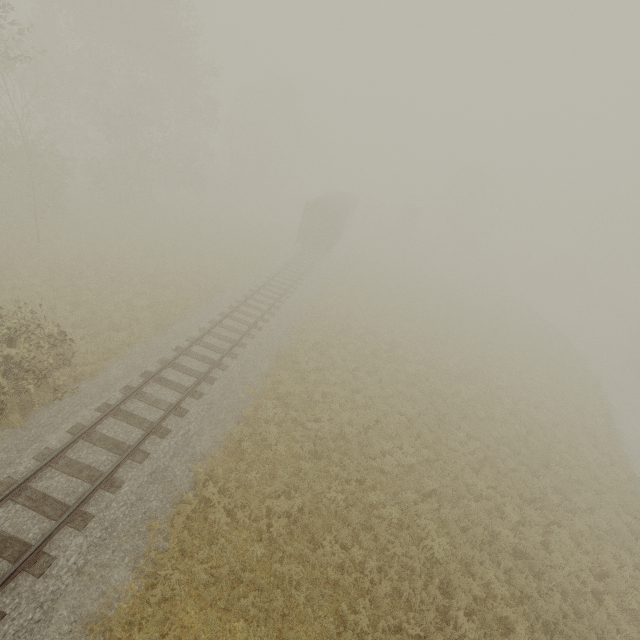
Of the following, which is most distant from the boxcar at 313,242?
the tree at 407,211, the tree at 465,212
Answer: the tree at 465,212

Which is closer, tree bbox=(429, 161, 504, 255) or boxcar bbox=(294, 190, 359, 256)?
boxcar bbox=(294, 190, 359, 256)

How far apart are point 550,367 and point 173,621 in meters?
27.8

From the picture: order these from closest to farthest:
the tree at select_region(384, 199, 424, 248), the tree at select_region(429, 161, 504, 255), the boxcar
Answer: the boxcar, the tree at select_region(384, 199, 424, 248), the tree at select_region(429, 161, 504, 255)

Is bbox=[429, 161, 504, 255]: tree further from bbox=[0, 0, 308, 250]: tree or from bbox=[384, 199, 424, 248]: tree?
bbox=[0, 0, 308, 250]: tree

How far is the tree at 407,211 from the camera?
46.62m

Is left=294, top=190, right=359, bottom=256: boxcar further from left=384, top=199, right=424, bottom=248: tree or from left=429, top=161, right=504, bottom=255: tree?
left=429, top=161, right=504, bottom=255: tree
